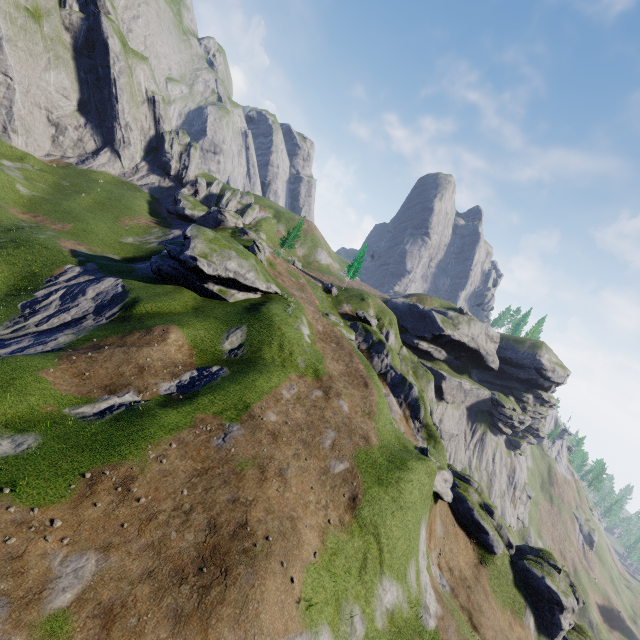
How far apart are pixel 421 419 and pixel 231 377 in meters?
27.6
